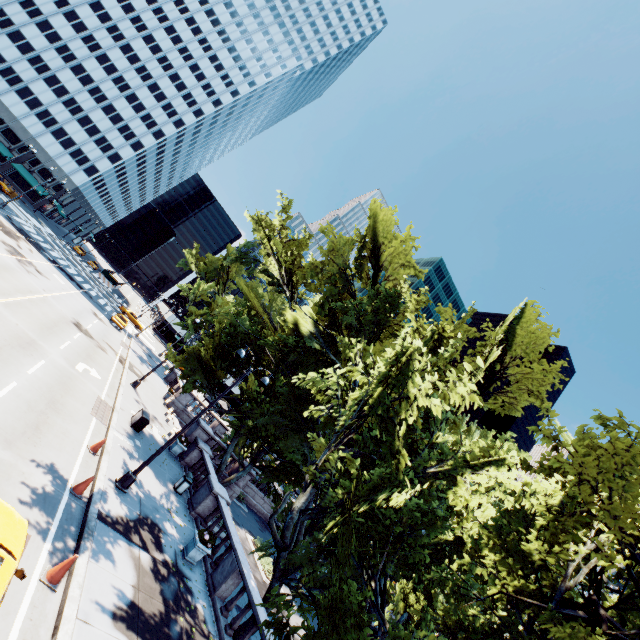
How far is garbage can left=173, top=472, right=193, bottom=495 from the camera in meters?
17.1

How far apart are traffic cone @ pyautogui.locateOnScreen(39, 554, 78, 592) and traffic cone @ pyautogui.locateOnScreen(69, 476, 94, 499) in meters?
3.0 m

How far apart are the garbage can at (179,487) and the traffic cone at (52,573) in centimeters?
947cm

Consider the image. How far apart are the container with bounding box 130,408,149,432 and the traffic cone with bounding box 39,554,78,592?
11.7 meters

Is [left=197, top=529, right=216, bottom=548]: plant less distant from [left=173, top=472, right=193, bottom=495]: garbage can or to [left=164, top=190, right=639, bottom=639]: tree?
[left=164, top=190, right=639, bottom=639]: tree

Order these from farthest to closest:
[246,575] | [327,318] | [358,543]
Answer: [327,318], [246,575], [358,543]

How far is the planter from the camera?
12.8m

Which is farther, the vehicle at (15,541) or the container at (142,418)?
the container at (142,418)
